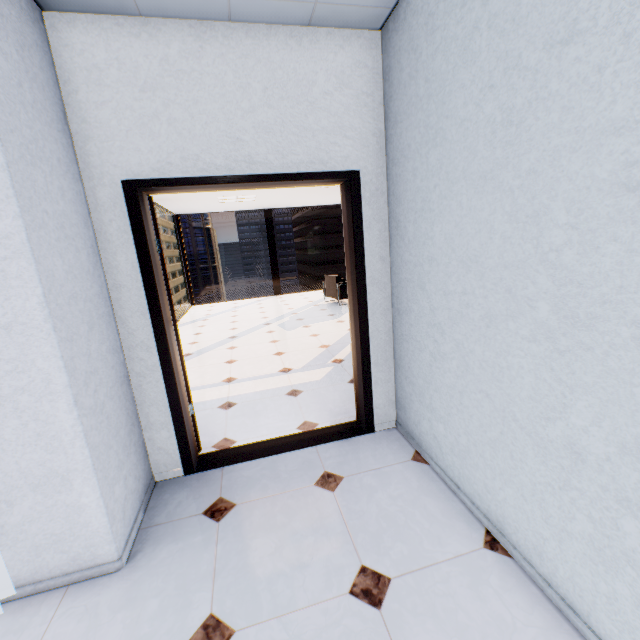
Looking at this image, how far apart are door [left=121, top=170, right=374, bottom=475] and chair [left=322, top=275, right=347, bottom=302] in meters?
5.7 m

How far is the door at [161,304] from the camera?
2.1 meters

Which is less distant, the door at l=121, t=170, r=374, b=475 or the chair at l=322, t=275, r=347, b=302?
the door at l=121, t=170, r=374, b=475

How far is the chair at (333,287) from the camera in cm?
849

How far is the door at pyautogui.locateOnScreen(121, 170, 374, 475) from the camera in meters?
2.1

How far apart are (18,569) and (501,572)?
2.4m

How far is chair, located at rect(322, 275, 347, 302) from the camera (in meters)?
8.49
